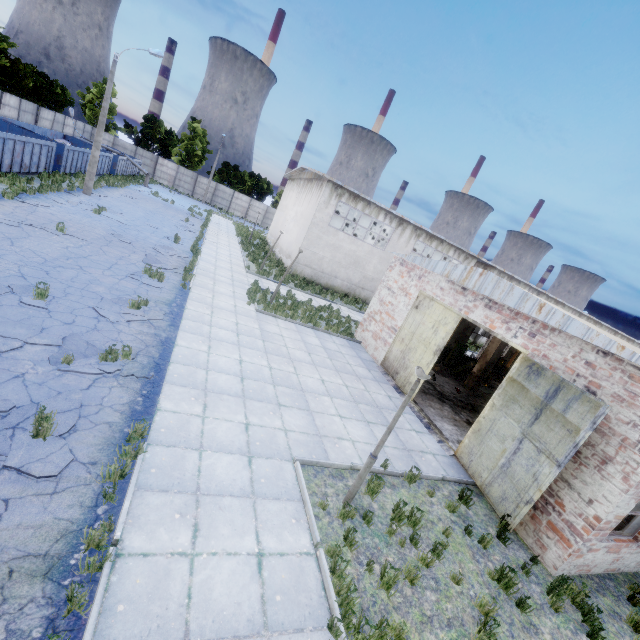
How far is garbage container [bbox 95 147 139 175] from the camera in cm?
3111

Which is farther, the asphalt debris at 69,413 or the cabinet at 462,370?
the cabinet at 462,370

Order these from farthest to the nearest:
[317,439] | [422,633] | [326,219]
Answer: [326,219], [317,439], [422,633]

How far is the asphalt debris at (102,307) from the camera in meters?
9.3

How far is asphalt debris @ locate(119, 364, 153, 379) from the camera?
7.42m

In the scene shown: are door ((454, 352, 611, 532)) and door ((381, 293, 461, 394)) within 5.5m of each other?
A: yes

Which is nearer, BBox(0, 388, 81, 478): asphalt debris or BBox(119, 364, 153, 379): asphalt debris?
BBox(0, 388, 81, 478): asphalt debris

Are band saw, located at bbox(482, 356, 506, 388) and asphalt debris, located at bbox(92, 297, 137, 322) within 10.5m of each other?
no
